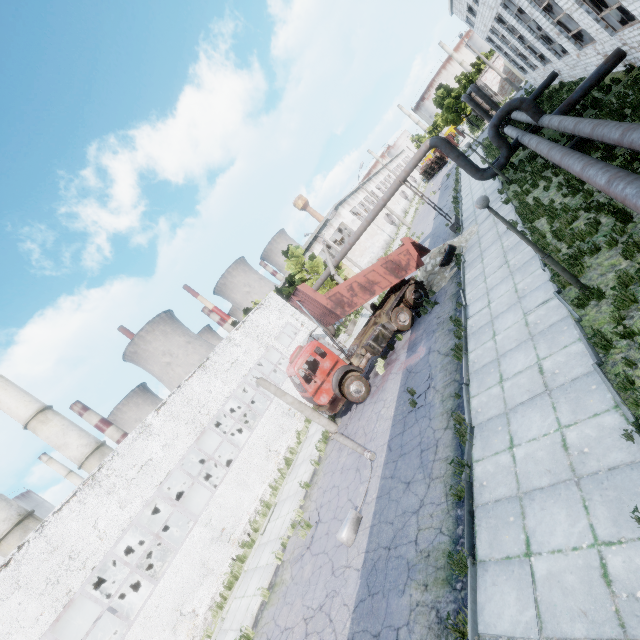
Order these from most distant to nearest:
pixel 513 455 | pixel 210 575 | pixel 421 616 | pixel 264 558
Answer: pixel 210 575
pixel 264 558
pixel 513 455
pixel 421 616

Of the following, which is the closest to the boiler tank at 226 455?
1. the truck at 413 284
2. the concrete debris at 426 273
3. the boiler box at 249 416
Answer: the boiler box at 249 416

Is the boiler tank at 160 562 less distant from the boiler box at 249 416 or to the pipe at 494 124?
the boiler box at 249 416

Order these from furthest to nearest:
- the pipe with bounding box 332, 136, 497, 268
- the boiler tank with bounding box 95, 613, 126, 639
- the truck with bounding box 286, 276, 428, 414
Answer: the pipe with bounding box 332, 136, 497, 268, the boiler tank with bounding box 95, 613, 126, 639, the truck with bounding box 286, 276, 428, 414

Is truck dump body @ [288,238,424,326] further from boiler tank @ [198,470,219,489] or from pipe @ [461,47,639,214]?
boiler tank @ [198,470,219,489]

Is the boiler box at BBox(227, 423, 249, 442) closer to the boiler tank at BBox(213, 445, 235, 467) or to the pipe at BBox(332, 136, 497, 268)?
the boiler tank at BBox(213, 445, 235, 467)

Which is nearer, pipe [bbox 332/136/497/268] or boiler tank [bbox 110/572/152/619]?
boiler tank [bbox 110/572/152/619]
